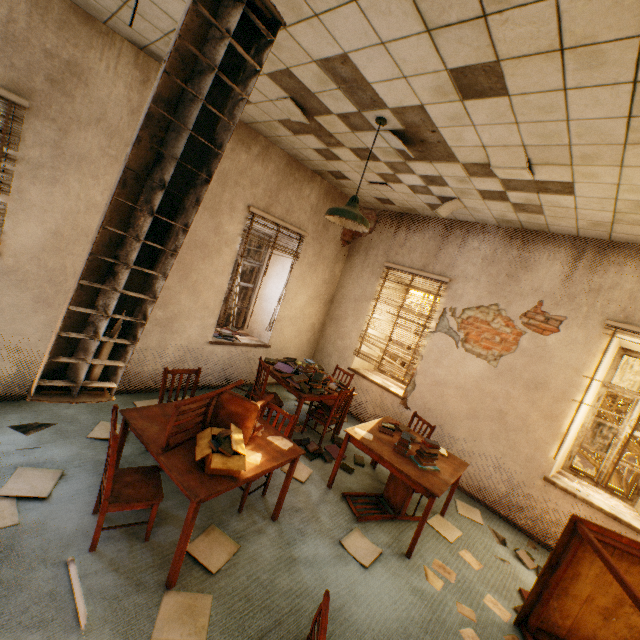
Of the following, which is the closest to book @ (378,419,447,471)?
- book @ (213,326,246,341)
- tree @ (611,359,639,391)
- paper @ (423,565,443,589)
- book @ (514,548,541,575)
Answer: paper @ (423,565,443,589)

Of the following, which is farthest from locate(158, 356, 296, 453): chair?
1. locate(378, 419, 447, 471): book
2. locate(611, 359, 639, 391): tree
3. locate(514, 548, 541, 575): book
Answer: locate(611, 359, 639, 391): tree

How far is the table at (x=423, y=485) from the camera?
3.2m

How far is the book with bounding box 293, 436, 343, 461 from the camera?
4.4 meters

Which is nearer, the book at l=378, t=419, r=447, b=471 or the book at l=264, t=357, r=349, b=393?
the book at l=378, t=419, r=447, b=471

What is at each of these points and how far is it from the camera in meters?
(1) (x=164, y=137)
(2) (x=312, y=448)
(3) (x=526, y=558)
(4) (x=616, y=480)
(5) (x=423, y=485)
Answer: (1) lamp, 1.1 m
(2) book, 4.5 m
(3) book, 3.8 m
(4) tree, 7.8 m
(5) table, 3.2 m

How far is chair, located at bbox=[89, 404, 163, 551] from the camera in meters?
2.2 m

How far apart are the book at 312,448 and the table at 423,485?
0.51m
